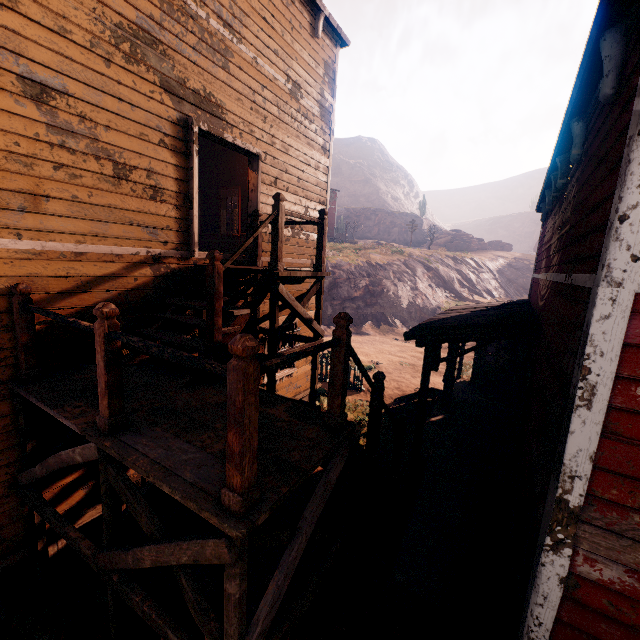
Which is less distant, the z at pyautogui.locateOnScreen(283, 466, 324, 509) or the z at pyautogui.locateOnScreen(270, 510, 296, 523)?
the z at pyautogui.locateOnScreen(270, 510, 296, 523)

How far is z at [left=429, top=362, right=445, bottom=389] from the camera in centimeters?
1382cm

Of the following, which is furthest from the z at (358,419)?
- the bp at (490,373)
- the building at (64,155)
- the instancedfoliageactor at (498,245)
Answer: the instancedfoliageactor at (498,245)

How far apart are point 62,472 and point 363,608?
4.8 meters

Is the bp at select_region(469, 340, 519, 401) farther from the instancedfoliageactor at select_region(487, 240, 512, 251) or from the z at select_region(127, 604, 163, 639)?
the instancedfoliageactor at select_region(487, 240, 512, 251)

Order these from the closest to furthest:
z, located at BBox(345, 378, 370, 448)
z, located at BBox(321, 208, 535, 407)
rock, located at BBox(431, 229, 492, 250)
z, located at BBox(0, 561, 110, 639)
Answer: z, located at BBox(0, 561, 110, 639), z, located at BBox(345, 378, 370, 448), z, located at BBox(321, 208, 535, 407), rock, located at BBox(431, 229, 492, 250)

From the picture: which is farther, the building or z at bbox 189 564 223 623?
z at bbox 189 564 223 623

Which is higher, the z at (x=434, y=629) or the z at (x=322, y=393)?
the z at (x=322, y=393)
